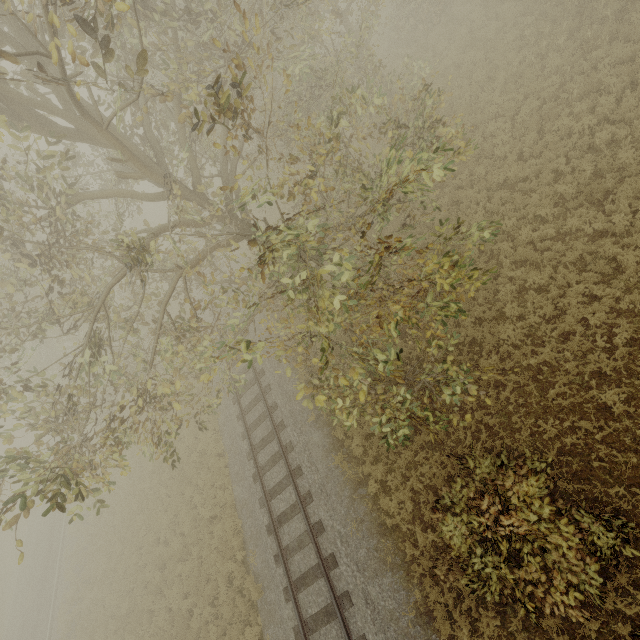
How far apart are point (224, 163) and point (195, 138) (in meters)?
4.00
